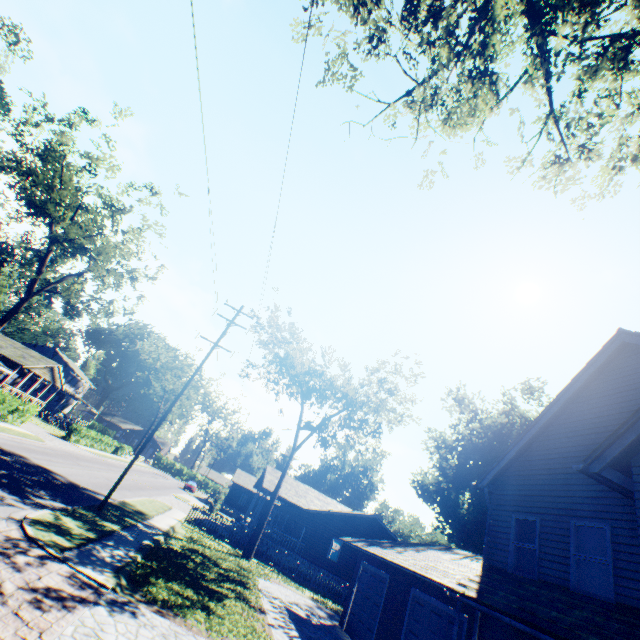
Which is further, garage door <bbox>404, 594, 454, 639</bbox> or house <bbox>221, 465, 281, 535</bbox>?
house <bbox>221, 465, 281, 535</bbox>

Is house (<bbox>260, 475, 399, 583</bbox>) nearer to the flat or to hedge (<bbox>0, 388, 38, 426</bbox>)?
hedge (<bbox>0, 388, 38, 426</bbox>)

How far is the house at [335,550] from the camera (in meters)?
27.66

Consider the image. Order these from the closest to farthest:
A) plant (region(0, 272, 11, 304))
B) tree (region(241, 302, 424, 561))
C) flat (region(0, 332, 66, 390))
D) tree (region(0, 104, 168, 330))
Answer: tree (region(241, 302, 424, 561)) < tree (region(0, 104, 168, 330)) < flat (region(0, 332, 66, 390)) < plant (region(0, 272, 11, 304))

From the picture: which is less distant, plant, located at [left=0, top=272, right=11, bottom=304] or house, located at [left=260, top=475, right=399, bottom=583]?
house, located at [left=260, top=475, right=399, bottom=583]

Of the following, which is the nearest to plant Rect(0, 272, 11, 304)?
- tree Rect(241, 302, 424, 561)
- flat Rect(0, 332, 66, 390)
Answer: flat Rect(0, 332, 66, 390)

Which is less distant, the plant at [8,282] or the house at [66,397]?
the house at [66,397]

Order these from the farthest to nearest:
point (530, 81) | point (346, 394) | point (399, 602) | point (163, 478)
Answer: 1. point (163, 478)
2. point (346, 394)
3. point (399, 602)
4. point (530, 81)
